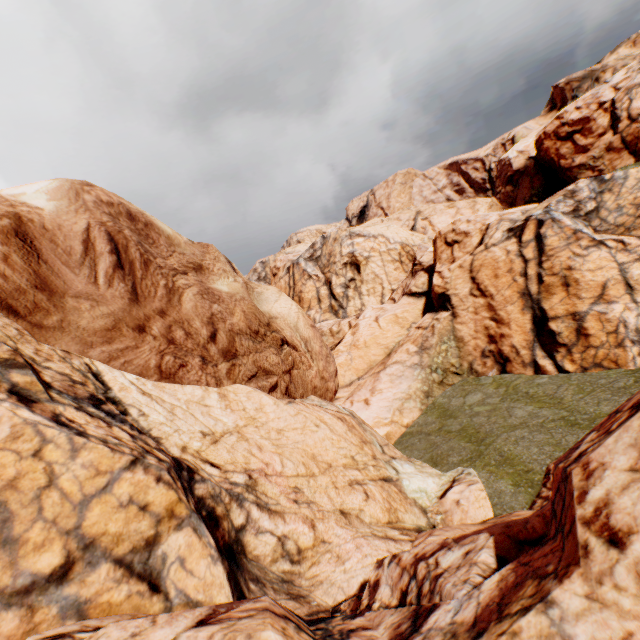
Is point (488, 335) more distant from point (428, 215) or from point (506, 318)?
point (428, 215)
